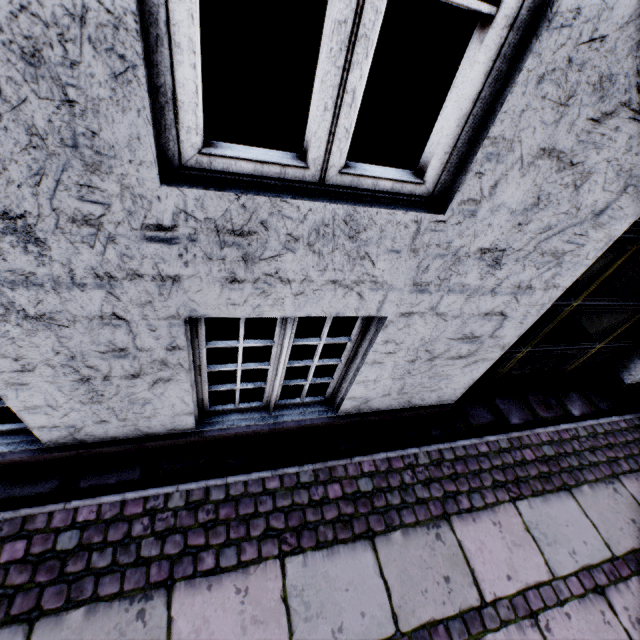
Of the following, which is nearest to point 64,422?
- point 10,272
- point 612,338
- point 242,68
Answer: point 10,272
